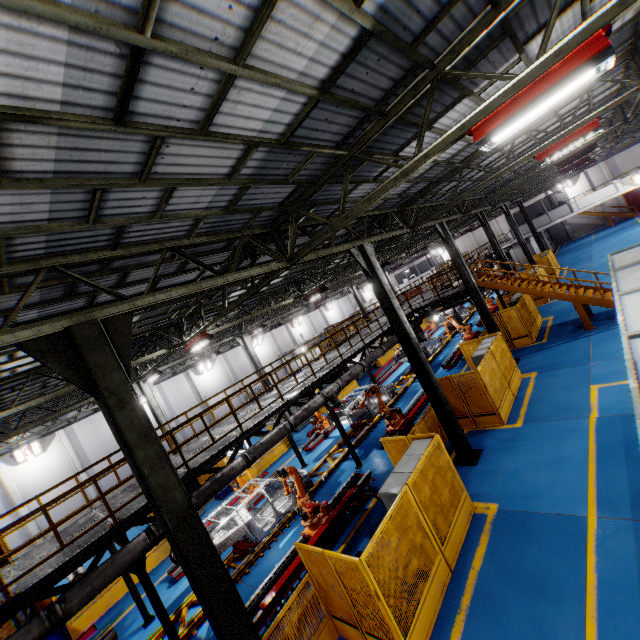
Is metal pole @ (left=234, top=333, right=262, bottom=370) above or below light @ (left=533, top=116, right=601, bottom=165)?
below

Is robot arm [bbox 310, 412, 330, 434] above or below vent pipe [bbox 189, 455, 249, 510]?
below

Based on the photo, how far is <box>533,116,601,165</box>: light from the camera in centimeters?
Answer: 932cm

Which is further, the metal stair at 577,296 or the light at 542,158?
the metal stair at 577,296

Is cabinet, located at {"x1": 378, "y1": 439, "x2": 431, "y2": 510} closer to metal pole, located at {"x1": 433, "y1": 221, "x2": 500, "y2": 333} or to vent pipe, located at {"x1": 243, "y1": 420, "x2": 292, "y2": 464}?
vent pipe, located at {"x1": 243, "y1": 420, "x2": 292, "y2": 464}

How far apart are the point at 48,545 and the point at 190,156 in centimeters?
1153cm

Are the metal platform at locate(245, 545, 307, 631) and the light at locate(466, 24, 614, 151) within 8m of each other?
no

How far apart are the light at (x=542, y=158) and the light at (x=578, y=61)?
6.98m
